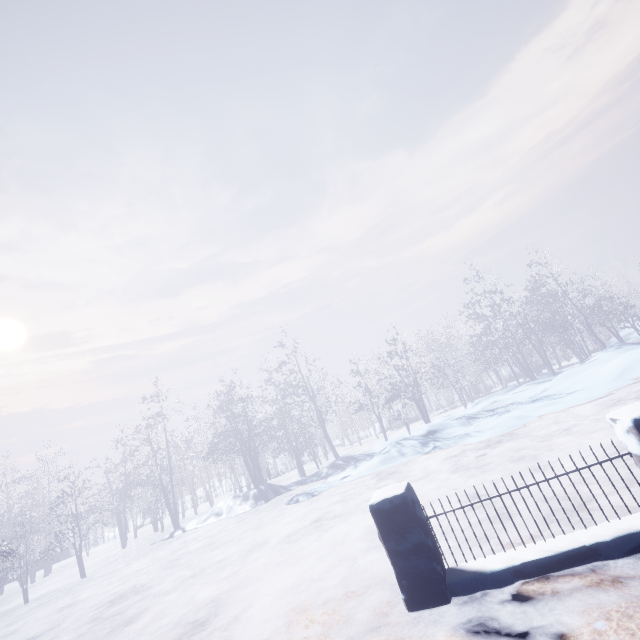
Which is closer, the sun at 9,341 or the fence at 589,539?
the fence at 589,539

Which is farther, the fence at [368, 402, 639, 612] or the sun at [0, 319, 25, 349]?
the sun at [0, 319, 25, 349]

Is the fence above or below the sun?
below

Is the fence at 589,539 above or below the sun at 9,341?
below

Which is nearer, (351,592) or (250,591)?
(351,592)
